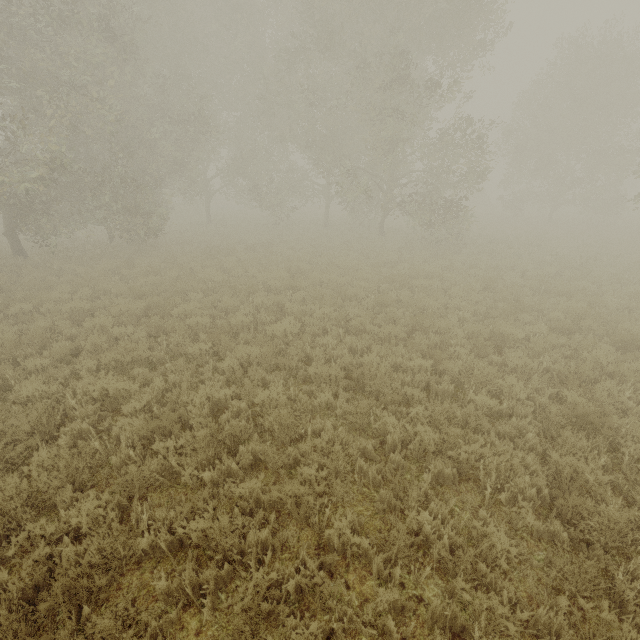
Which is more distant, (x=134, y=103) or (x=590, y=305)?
(x=134, y=103)
